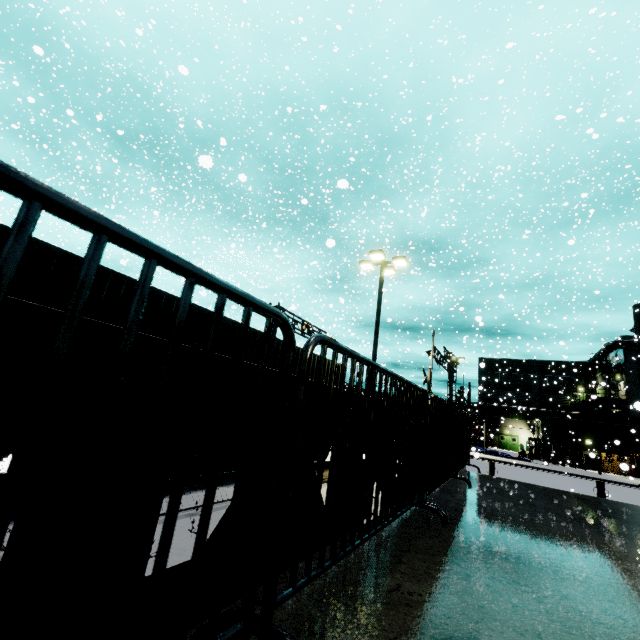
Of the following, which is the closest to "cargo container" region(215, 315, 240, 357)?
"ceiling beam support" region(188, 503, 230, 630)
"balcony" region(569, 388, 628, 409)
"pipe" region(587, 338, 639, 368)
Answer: "pipe" region(587, 338, 639, 368)

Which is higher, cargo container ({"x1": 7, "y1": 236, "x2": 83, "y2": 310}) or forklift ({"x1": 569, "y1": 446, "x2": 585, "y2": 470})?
cargo container ({"x1": 7, "y1": 236, "x2": 83, "y2": 310})

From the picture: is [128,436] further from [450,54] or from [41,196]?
[450,54]

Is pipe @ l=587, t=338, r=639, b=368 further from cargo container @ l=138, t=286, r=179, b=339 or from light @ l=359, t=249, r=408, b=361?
light @ l=359, t=249, r=408, b=361

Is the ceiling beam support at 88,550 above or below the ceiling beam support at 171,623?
above

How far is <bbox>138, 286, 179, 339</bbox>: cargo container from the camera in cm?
652

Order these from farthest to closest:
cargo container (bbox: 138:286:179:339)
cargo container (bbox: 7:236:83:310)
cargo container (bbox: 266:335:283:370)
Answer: cargo container (bbox: 266:335:283:370) < cargo container (bbox: 138:286:179:339) < cargo container (bbox: 7:236:83:310)

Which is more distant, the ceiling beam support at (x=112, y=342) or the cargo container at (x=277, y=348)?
the cargo container at (x=277, y=348)
